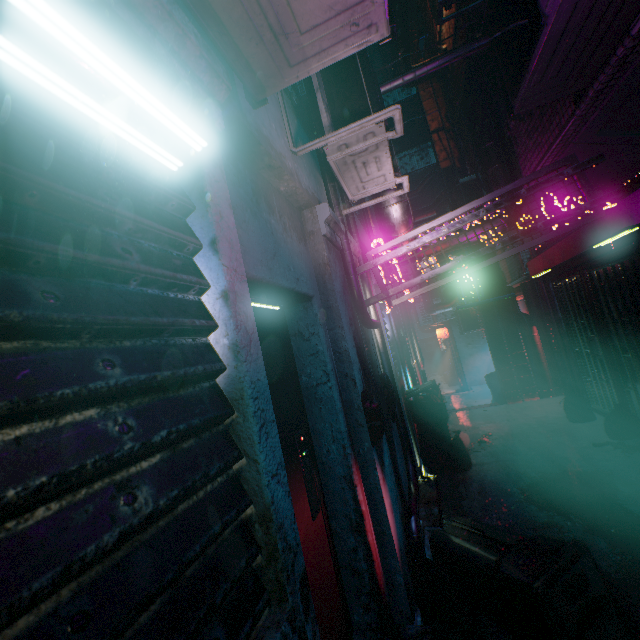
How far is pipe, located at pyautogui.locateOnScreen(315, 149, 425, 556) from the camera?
2.6 meters

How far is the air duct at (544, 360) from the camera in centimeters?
701cm

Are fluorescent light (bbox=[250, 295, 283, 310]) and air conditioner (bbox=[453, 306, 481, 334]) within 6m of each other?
no

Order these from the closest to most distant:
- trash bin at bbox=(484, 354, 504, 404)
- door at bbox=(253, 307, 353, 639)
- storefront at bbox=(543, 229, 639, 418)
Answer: door at bbox=(253, 307, 353, 639)
storefront at bbox=(543, 229, 639, 418)
trash bin at bbox=(484, 354, 504, 404)

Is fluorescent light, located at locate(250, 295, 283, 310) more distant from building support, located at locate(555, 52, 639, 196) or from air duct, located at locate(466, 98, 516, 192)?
building support, located at locate(555, 52, 639, 196)

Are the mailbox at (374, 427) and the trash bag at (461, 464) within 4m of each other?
yes

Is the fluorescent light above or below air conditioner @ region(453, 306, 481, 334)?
above

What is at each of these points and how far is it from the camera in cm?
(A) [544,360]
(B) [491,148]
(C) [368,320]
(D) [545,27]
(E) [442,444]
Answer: (A) air duct, 702
(B) air duct, 406
(C) pipe, 274
(D) air conditioner, 182
(E) trash bin, 470
